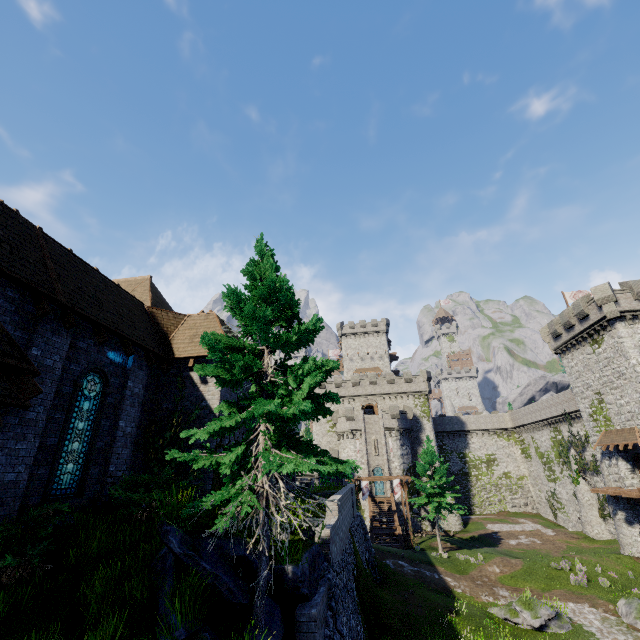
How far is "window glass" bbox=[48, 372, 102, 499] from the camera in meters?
9.5

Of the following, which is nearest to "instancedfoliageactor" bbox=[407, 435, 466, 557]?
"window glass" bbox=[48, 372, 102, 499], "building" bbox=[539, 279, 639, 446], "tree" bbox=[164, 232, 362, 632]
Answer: "building" bbox=[539, 279, 639, 446]

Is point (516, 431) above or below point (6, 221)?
below

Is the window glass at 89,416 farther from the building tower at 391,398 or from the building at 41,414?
the building tower at 391,398

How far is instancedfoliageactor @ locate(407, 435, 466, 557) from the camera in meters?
33.4

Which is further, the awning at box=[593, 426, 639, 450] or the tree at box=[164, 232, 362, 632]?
the awning at box=[593, 426, 639, 450]

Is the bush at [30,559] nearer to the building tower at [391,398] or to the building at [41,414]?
the building at [41,414]

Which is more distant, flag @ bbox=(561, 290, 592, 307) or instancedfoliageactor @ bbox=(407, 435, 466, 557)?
flag @ bbox=(561, 290, 592, 307)
